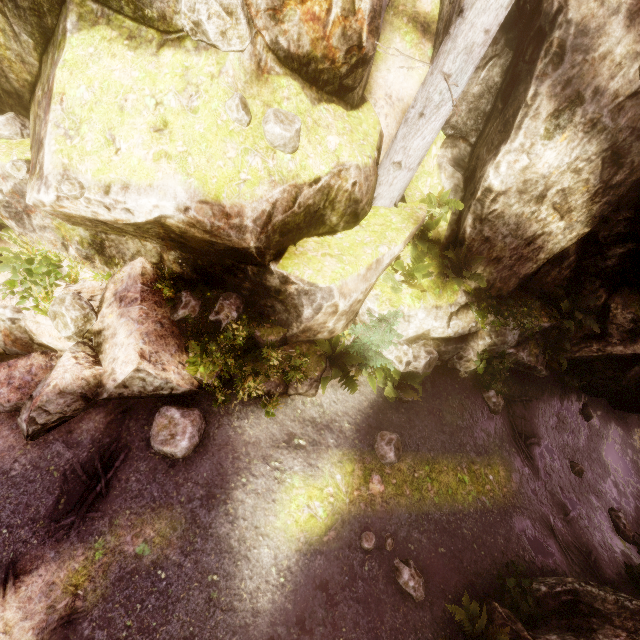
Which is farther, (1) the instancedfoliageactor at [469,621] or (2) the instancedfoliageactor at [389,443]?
(2) the instancedfoliageactor at [389,443]

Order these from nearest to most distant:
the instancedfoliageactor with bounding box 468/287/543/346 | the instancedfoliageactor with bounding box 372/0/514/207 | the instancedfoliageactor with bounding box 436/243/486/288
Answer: the instancedfoliageactor with bounding box 372/0/514/207 → the instancedfoliageactor with bounding box 436/243/486/288 → the instancedfoliageactor with bounding box 468/287/543/346

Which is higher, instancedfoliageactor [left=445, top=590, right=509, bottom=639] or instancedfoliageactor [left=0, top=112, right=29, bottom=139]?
instancedfoliageactor [left=0, top=112, right=29, bottom=139]

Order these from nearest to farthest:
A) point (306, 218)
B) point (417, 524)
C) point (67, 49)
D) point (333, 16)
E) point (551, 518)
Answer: point (67, 49) → point (333, 16) → point (306, 218) → point (417, 524) → point (551, 518)

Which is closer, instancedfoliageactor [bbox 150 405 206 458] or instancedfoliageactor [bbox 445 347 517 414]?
instancedfoliageactor [bbox 150 405 206 458]
